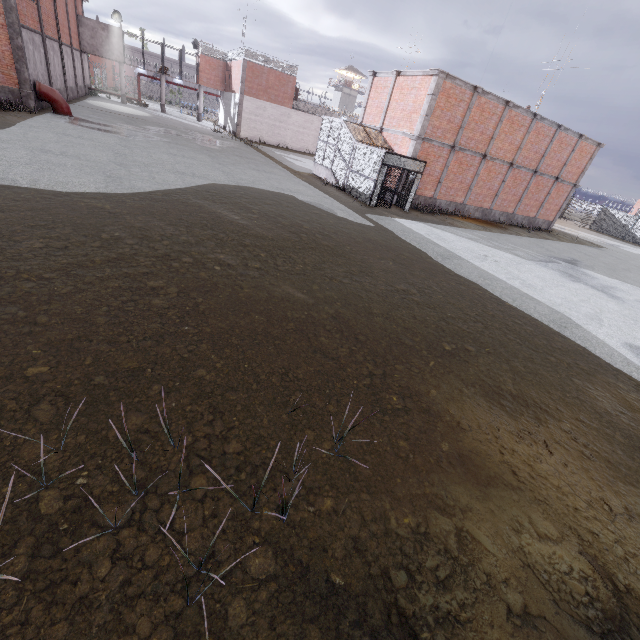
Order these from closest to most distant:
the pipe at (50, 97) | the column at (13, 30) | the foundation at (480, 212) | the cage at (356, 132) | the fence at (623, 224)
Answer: the column at (13, 30)
the cage at (356, 132)
the pipe at (50, 97)
the foundation at (480, 212)
the fence at (623, 224)

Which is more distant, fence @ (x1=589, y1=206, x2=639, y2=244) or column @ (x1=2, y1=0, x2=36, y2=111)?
fence @ (x1=589, y1=206, x2=639, y2=244)

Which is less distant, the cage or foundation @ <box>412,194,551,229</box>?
the cage

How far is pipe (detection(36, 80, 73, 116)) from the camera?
19.23m

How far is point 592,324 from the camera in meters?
9.7 m

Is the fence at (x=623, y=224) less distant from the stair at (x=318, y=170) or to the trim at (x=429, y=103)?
the trim at (x=429, y=103)

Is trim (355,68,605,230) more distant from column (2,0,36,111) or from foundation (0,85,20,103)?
foundation (0,85,20,103)

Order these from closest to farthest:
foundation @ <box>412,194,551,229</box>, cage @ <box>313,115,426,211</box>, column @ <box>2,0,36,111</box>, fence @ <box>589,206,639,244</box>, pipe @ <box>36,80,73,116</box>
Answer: column @ <box>2,0,36,111</box> < cage @ <box>313,115,426,211</box> < pipe @ <box>36,80,73,116</box> < foundation @ <box>412,194,551,229</box> < fence @ <box>589,206,639,244</box>
